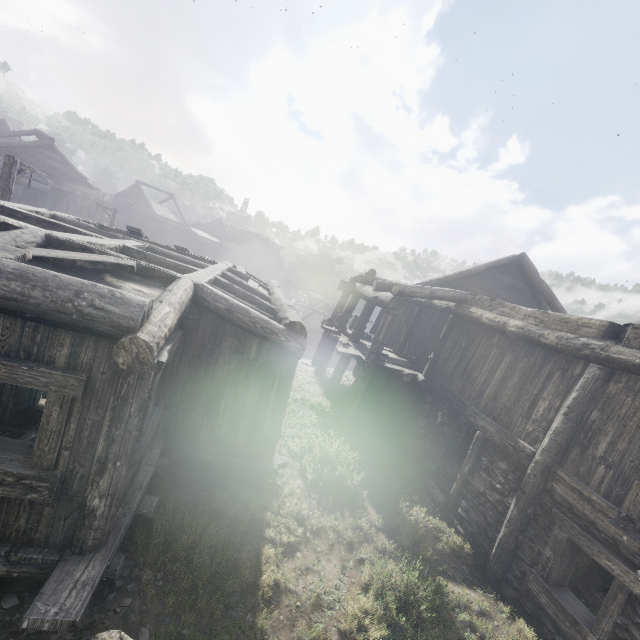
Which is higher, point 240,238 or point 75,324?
point 240,238

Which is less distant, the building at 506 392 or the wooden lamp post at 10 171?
the building at 506 392

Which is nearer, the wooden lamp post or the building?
the building
